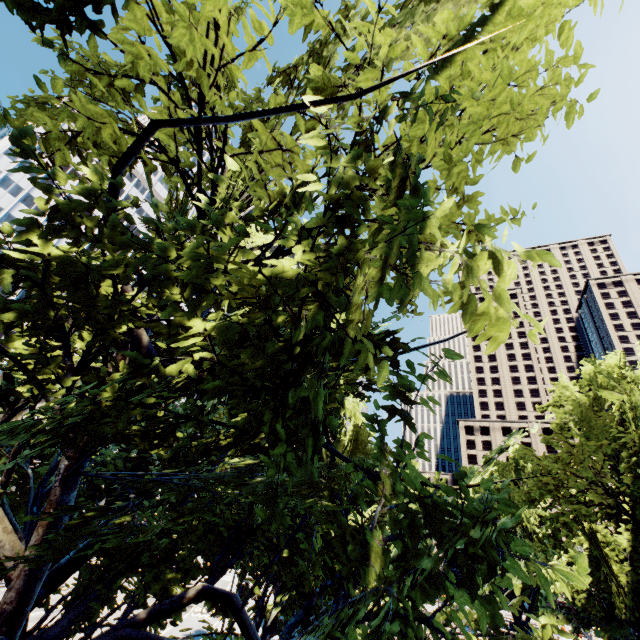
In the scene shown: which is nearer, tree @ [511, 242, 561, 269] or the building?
tree @ [511, 242, 561, 269]

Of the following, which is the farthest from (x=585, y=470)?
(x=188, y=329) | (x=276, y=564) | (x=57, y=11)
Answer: (x=57, y=11)

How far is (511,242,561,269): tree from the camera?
2.8 meters

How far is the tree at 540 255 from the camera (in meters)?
2.82

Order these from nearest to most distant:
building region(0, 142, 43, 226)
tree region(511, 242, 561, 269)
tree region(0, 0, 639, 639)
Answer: tree region(511, 242, 561, 269)
tree region(0, 0, 639, 639)
building region(0, 142, 43, 226)

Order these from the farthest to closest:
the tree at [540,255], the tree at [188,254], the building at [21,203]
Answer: the building at [21,203], the tree at [188,254], the tree at [540,255]

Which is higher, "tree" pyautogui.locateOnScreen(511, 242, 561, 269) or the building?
the building
